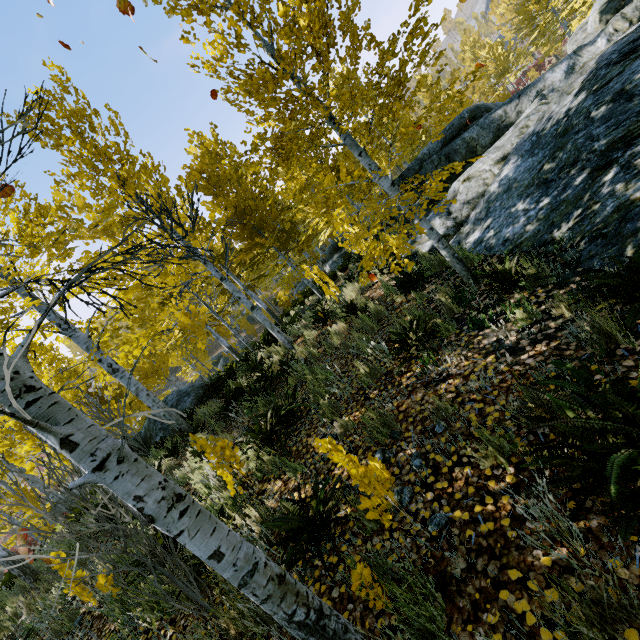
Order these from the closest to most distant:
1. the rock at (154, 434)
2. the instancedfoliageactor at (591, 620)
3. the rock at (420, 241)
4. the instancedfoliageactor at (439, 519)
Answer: the instancedfoliageactor at (591, 620)
the instancedfoliageactor at (439, 519)
the rock at (420, 241)
the rock at (154, 434)

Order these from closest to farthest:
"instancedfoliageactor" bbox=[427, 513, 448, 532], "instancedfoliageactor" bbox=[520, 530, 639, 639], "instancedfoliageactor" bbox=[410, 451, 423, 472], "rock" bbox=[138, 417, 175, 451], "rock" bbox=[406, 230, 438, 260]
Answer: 1. "instancedfoliageactor" bbox=[520, 530, 639, 639]
2. "instancedfoliageactor" bbox=[427, 513, 448, 532]
3. "instancedfoliageactor" bbox=[410, 451, 423, 472]
4. "rock" bbox=[406, 230, 438, 260]
5. "rock" bbox=[138, 417, 175, 451]

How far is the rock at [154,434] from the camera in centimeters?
995cm

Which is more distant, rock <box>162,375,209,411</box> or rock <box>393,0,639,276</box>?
rock <box>162,375,209,411</box>

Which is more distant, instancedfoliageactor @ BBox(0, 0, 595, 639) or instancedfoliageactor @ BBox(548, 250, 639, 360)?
instancedfoliageactor @ BBox(548, 250, 639, 360)

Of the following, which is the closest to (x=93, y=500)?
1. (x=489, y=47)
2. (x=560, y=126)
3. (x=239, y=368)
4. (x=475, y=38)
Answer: (x=239, y=368)

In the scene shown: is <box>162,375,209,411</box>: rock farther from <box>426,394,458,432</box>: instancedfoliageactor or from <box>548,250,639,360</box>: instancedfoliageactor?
<box>426,394,458,432</box>: instancedfoliageactor

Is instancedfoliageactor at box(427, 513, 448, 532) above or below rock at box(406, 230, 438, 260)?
below
